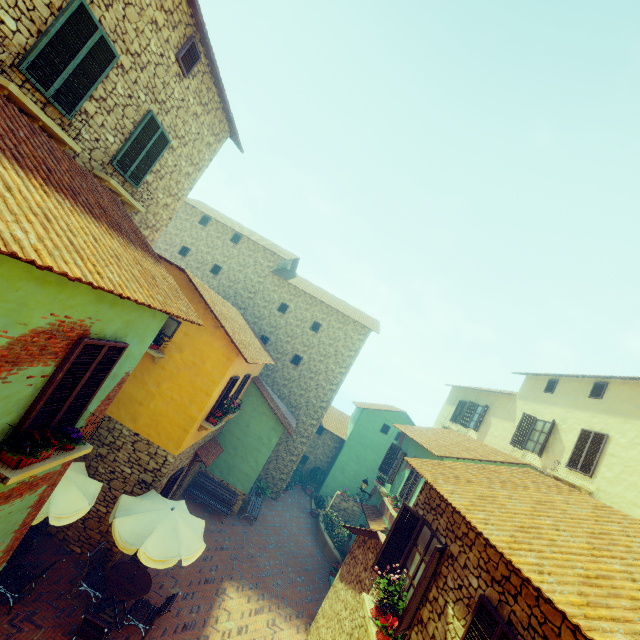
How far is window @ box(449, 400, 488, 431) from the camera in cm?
1880

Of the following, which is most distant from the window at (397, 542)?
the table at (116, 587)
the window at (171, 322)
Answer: the table at (116, 587)

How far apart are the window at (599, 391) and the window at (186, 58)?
17.5 meters

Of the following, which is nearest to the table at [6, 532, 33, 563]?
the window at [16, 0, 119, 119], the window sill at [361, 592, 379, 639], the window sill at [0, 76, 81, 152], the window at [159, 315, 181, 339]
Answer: the window at [159, 315, 181, 339]

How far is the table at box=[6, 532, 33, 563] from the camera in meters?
7.3

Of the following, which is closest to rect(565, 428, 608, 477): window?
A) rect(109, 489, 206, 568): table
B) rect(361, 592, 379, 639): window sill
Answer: rect(361, 592, 379, 639): window sill

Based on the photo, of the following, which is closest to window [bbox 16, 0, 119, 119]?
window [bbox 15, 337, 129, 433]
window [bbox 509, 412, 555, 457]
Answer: window [bbox 15, 337, 129, 433]

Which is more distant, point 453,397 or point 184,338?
point 453,397
